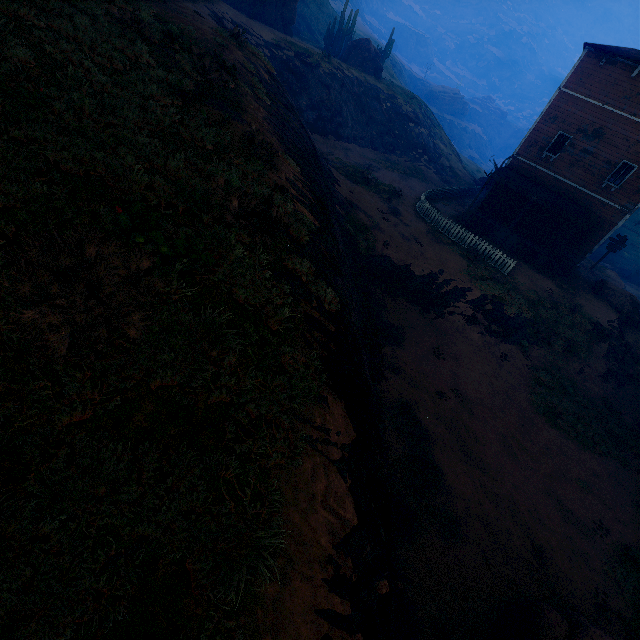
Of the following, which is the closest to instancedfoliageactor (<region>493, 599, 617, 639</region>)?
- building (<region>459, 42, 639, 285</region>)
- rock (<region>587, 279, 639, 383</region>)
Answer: building (<region>459, 42, 639, 285</region>)

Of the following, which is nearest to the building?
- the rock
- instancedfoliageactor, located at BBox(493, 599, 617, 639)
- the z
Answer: the z

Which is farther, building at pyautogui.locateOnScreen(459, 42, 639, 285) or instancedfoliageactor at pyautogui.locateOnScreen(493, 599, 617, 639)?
building at pyautogui.locateOnScreen(459, 42, 639, 285)

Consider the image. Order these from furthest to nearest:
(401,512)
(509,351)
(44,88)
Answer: (509,351) → (401,512) → (44,88)

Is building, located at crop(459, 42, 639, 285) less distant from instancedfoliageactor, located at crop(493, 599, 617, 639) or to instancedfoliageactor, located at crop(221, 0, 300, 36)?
instancedfoliageactor, located at crop(493, 599, 617, 639)

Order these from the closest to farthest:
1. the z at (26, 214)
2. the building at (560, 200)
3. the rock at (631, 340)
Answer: the z at (26, 214) < the building at (560, 200) < the rock at (631, 340)

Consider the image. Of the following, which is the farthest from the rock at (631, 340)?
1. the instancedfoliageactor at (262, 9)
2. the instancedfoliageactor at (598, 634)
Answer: the instancedfoliageactor at (262, 9)
